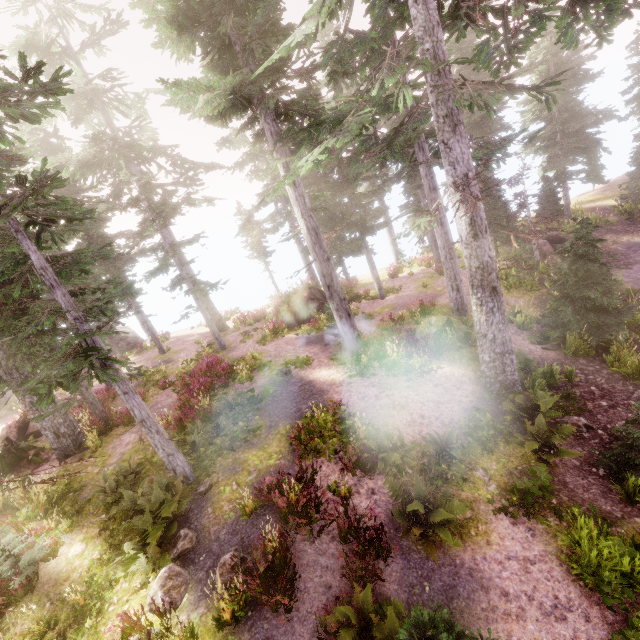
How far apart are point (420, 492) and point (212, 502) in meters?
5.8 m

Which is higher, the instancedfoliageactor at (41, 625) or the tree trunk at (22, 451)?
the tree trunk at (22, 451)

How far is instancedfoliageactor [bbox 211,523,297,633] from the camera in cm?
630

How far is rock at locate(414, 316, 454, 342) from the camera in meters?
14.9 m

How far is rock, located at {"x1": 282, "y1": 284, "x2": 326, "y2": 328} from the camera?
22.2m

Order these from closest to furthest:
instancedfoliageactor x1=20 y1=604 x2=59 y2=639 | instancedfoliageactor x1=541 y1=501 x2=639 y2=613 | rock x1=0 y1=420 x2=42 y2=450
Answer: instancedfoliageactor x1=541 y1=501 x2=639 y2=613 < instancedfoliageactor x1=20 y1=604 x2=59 y2=639 < rock x1=0 y1=420 x2=42 y2=450

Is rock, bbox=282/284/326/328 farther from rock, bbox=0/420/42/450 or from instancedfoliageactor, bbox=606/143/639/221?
rock, bbox=0/420/42/450

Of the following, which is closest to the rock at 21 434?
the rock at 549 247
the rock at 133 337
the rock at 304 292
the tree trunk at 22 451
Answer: the tree trunk at 22 451
